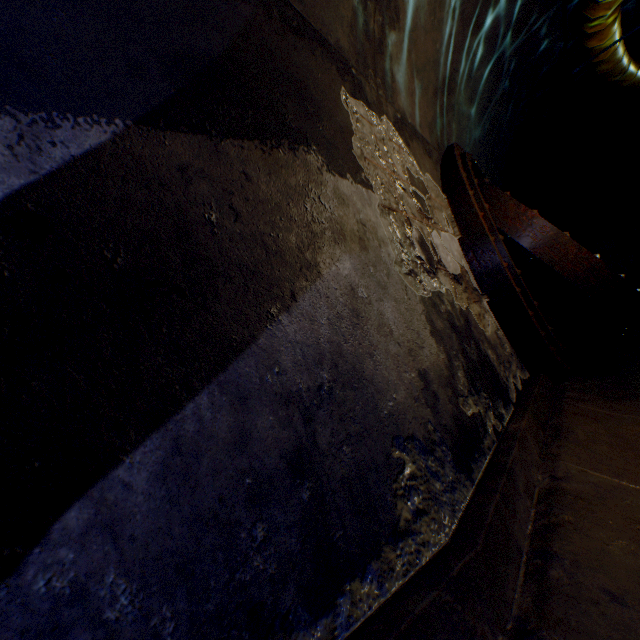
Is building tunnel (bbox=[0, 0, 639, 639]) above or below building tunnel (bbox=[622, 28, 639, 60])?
below

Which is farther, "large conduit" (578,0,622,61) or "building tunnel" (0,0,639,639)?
"large conduit" (578,0,622,61)

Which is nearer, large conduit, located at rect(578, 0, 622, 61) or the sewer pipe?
the sewer pipe

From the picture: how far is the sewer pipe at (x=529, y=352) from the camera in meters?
2.9

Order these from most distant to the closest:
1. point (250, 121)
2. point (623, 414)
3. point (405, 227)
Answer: point (623, 414) < point (405, 227) < point (250, 121)

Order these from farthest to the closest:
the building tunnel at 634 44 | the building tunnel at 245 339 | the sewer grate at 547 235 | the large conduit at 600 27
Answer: the building tunnel at 634 44 < the large conduit at 600 27 < the sewer grate at 547 235 < the building tunnel at 245 339

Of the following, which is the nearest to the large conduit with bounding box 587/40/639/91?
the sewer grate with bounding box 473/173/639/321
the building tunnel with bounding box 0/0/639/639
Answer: the building tunnel with bounding box 0/0/639/639

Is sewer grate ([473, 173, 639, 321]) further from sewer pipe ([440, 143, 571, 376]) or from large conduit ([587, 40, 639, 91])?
large conduit ([587, 40, 639, 91])
